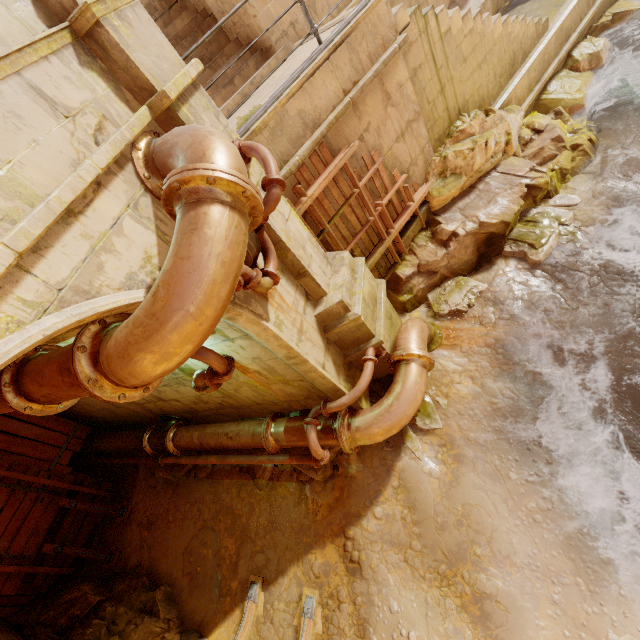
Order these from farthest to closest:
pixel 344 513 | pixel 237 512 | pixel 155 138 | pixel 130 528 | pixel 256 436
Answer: pixel 130 528, pixel 237 512, pixel 256 436, pixel 344 513, pixel 155 138

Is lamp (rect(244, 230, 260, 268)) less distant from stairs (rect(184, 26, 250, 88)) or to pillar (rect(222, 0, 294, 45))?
stairs (rect(184, 26, 250, 88))

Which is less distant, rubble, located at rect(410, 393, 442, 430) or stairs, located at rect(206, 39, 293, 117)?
rubble, located at rect(410, 393, 442, 430)

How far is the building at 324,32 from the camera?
5.30m

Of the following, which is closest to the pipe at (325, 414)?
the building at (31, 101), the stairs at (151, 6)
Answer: the building at (31, 101)

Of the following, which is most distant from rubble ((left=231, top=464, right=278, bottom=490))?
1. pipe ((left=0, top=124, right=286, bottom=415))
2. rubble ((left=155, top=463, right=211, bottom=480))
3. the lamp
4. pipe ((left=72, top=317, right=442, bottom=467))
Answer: the lamp

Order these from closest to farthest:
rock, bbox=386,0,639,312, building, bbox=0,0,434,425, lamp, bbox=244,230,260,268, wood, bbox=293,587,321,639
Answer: building, bbox=0,0,434,425 → lamp, bbox=244,230,260,268 → wood, bbox=293,587,321,639 → rock, bbox=386,0,639,312

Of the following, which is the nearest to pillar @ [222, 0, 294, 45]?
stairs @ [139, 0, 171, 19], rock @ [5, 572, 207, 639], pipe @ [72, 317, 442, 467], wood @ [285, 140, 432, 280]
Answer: stairs @ [139, 0, 171, 19]
